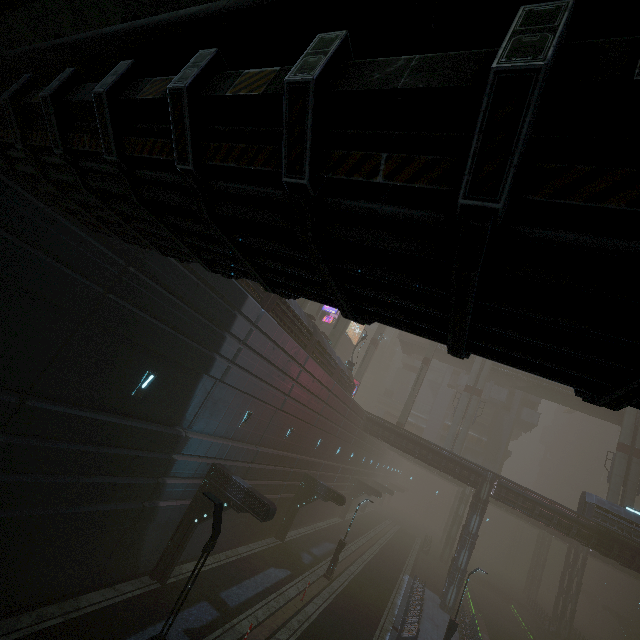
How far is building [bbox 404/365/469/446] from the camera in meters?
54.0

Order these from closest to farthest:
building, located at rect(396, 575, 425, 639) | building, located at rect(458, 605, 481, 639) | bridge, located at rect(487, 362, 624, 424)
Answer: building, located at rect(396, 575, 425, 639) < building, located at rect(458, 605, 481, 639) < bridge, located at rect(487, 362, 624, 424)

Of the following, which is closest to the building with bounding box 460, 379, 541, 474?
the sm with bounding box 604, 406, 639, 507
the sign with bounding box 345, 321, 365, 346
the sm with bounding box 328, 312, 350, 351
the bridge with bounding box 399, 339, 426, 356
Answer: the sign with bounding box 345, 321, 365, 346

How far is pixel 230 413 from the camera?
15.09m

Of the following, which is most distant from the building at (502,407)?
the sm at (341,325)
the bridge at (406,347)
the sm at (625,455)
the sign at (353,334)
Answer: the sm at (625,455)

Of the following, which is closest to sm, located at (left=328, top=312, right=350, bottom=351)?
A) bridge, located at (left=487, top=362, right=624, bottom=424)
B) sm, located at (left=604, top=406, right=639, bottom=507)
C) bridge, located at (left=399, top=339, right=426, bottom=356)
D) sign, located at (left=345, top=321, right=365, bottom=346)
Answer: sign, located at (left=345, top=321, right=365, bottom=346)

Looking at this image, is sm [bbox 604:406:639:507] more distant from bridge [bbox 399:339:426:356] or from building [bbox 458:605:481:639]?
bridge [bbox 399:339:426:356]
